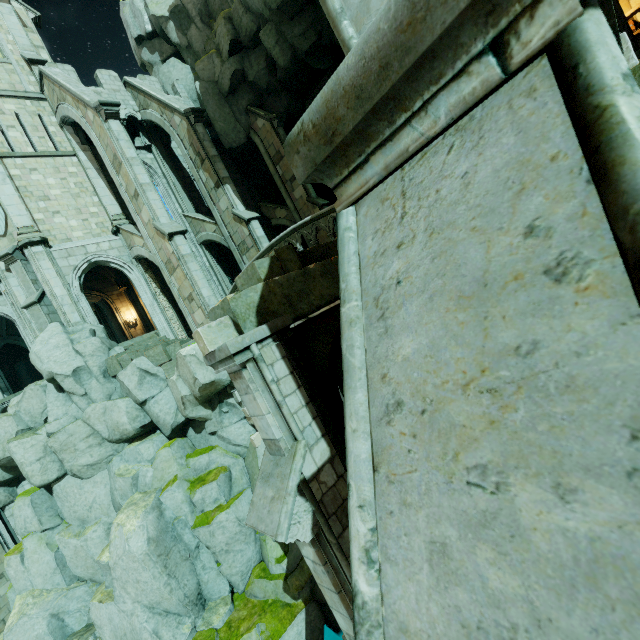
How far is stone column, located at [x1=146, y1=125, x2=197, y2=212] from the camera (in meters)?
20.88

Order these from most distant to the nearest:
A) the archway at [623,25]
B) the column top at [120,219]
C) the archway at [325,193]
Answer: the archway at [325,193] < the column top at [120,219] < the archway at [623,25]

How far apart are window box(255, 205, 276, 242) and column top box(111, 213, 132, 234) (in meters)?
8.11

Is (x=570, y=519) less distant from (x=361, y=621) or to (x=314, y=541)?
(x=361, y=621)

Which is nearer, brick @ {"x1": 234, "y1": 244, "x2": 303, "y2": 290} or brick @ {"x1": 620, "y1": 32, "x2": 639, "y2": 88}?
brick @ {"x1": 620, "y1": 32, "x2": 639, "y2": 88}

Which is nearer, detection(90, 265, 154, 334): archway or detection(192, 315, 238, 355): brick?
detection(192, 315, 238, 355): brick

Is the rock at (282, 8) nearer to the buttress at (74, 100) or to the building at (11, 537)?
the buttress at (74, 100)

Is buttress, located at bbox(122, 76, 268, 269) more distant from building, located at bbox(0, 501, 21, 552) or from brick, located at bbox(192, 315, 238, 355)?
building, located at bbox(0, 501, 21, 552)
